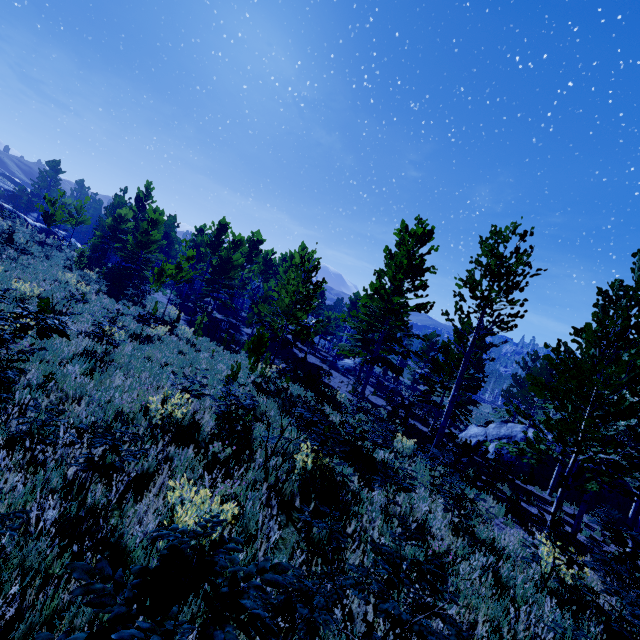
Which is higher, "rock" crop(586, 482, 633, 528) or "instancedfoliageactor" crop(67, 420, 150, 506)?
"instancedfoliageactor" crop(67, 420, 150, 506)

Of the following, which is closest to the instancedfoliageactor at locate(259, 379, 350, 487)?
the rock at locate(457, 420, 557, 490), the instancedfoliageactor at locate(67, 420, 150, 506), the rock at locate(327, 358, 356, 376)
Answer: the rock at locate(327, 358, 356, 376)

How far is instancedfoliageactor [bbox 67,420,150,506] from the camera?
3.4m

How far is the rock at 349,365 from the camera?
34.8 meters

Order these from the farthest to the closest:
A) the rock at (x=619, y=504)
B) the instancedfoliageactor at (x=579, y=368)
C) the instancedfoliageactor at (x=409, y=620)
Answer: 1. the rock at (x=619, y=504)
2. the instancedfoliageactor at (x=579, y=368)
3. the instancedfoliageactor at (x=409, y=620)

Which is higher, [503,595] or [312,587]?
[312,587]

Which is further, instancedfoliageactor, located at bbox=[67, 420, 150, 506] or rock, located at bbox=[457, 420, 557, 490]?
rock, located at bbox=[457, 420, 557, 490]
